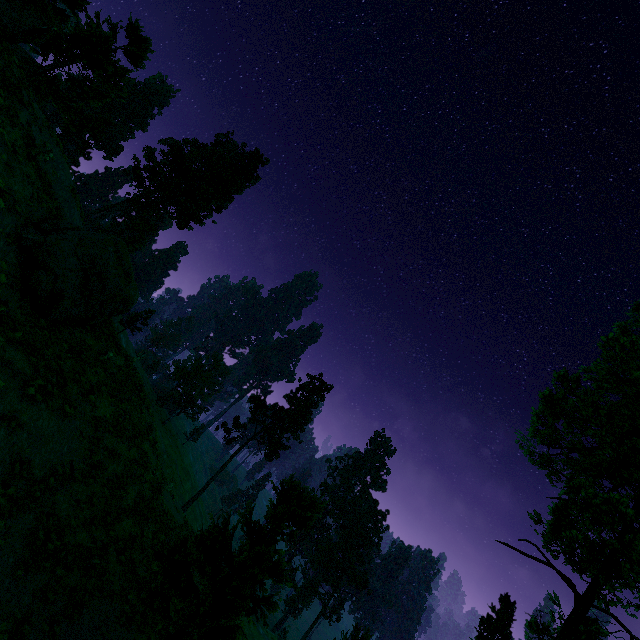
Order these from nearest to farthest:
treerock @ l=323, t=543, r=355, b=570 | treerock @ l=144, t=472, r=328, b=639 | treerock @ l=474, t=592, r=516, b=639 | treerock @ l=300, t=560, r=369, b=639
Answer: treerock @ l=144, t=472, r=328, b=639
treerock @ l=474, t=592, r=516, b=639
treerock @ l=300, t=560, r=369, b=639
treerock @ l=323, t=543, r=355, b=570

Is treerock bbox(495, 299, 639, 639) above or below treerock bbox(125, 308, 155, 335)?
above

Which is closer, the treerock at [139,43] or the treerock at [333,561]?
the treerock at [139,43]

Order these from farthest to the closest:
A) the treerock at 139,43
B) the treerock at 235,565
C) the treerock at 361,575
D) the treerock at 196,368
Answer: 1. the treerock at 361,575
2. the treerock at 196,368
3. the treerock at 139,43
4. the treerock at 235,565

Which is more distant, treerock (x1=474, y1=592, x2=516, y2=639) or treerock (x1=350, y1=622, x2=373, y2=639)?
treerock (x1=474, y1=592, x2=516, y2=639)

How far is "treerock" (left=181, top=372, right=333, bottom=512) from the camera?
41.2 meters

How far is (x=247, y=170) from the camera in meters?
42.4 m
